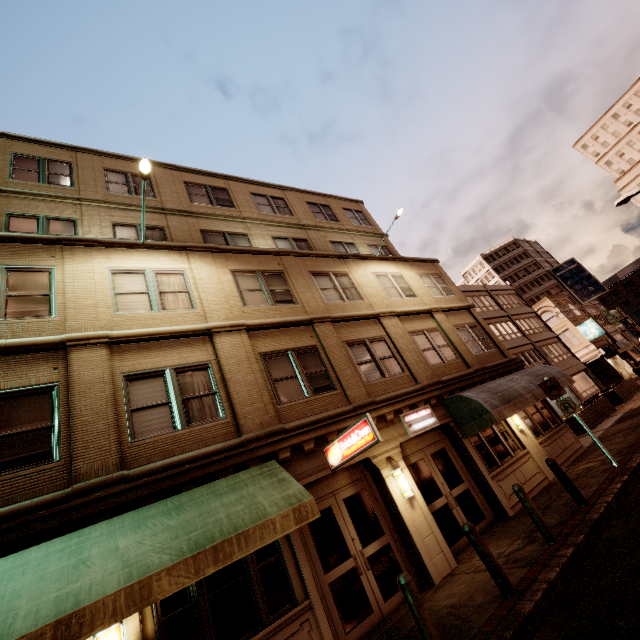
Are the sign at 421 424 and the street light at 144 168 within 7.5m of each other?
no

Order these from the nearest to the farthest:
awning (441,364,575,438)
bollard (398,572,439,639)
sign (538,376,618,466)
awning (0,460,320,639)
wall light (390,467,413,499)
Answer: awning (0,460,320,639) → bollard (398,572,439,639) → wall light (390,467,413,499) → sign (538,376,618,466) → awning (441,364,575,438)

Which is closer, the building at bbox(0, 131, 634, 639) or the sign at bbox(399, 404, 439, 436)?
the building at bbox(0, 131, 634, 639)

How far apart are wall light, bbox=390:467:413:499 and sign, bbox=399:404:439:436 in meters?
1.2 m

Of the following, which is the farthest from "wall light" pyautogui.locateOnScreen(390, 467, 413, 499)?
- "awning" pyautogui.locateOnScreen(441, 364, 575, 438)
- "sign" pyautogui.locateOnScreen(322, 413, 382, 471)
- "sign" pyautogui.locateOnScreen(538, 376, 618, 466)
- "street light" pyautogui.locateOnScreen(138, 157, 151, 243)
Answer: "street light" pyautogui.locateOnScreen(138, 157, 151, 243)

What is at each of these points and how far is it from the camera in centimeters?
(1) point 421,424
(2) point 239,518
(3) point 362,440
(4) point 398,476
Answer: (1) sign, 1074cm
(2) awning, 584cm
(3) sign, 736cm
(4) wall light, 909cm

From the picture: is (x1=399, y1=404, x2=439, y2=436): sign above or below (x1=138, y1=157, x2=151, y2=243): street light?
below

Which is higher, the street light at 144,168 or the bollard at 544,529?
the street light at 144,168
